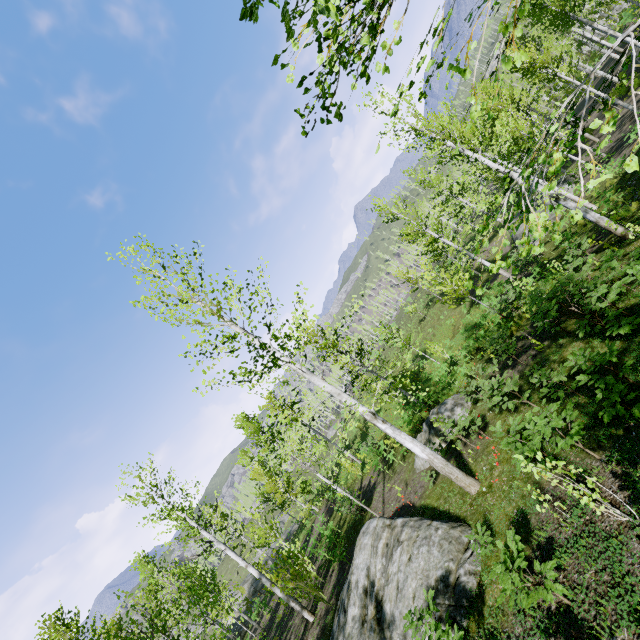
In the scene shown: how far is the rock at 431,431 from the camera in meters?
12.5 m

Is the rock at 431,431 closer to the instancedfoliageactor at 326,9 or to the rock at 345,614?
the rock at 345,614

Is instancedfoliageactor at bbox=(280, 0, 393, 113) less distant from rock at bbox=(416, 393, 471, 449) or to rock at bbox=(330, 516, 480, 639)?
rock at bbox=(330, 516, 480, 639)

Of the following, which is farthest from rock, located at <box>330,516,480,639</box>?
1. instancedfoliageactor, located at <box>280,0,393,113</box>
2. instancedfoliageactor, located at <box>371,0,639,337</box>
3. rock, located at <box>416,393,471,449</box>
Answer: instancedfoliageactor, located at <box>371,0,639,337</box>

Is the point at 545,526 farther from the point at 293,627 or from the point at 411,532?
the point at 293,627

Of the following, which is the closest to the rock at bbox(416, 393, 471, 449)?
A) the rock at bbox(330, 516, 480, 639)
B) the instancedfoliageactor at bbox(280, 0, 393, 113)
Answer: the rock at bbox(330, 516, 480, 639)

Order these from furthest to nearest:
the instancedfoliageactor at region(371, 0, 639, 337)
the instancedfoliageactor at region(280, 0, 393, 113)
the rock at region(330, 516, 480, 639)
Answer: the rock at region(330, 516, 480, 639) < the instancedfoliageactor at region(371, 0, 639, 337) < the instancedfoliageactor at region(280, 0, 393, 113)

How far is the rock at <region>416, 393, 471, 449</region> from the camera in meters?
12.5
